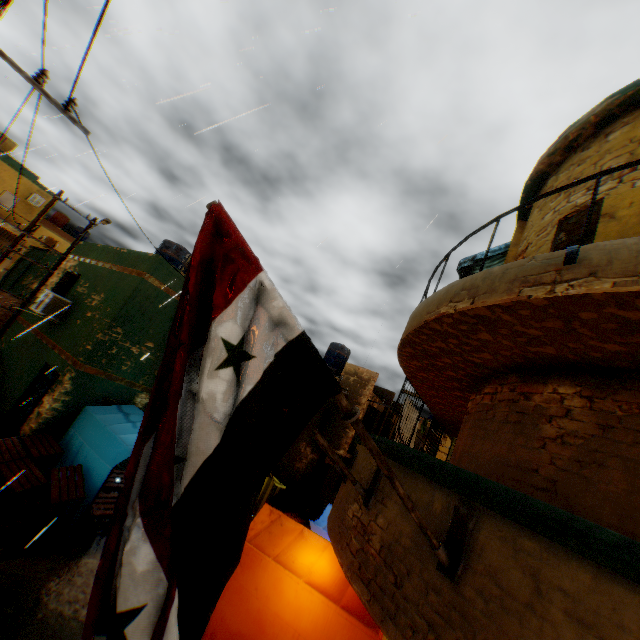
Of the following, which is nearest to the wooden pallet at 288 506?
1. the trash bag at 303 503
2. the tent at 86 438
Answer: the trash bag at 303 503

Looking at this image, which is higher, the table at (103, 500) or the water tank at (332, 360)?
the water tank at (332, 360)

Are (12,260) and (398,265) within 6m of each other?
no

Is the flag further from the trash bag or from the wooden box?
the trash bag

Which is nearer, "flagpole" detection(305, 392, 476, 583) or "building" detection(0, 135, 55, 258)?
"flagpole" detection(305, 392, 476, 583)

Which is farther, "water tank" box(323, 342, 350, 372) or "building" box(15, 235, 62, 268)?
"building" box(15, 235, 62, 268)

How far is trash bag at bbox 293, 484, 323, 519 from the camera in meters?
16.8 m

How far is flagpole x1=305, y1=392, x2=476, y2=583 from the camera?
1.97m
